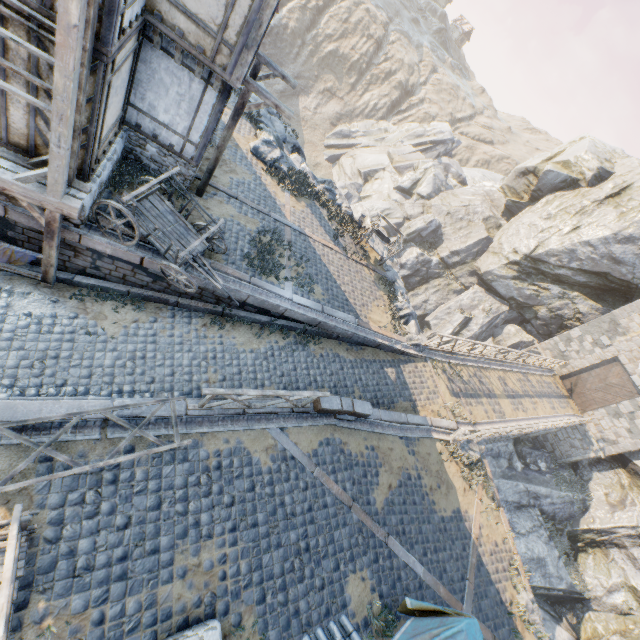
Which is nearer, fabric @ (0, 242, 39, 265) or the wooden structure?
the wooden structure

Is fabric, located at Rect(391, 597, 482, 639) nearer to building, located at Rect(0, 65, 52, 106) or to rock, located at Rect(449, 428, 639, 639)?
rock, located at Rect(449, 428, 639, 639)

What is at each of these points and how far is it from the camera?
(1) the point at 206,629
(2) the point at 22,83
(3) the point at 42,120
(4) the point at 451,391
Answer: (1) stone foundation, 5.4 meters
(2) building, 6.0 meters
(3) building, 6.6 meters
(4) bridge support, 14.7 meters

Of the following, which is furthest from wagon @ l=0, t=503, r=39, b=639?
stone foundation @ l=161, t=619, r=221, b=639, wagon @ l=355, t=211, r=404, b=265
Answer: wagon @ l=355, t=211, r=404, b=265

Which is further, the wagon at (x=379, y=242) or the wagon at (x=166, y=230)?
the wagon at (x=379, y=242)

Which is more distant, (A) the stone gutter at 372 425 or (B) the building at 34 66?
(A) the stone gutter at 372 425

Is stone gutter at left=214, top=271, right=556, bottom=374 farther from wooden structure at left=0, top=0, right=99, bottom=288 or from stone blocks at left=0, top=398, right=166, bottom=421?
wooden structure at left=0, top=0, right=99, bottom=288

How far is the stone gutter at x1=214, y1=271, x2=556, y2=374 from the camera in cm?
1027
